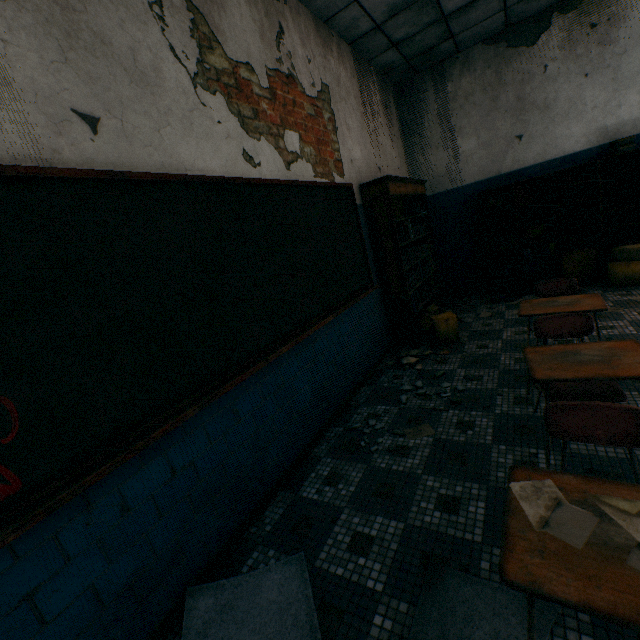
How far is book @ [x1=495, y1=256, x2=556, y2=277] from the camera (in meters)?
5.25

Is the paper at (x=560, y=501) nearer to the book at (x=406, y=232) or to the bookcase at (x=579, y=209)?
the book at (x=406, y=232)

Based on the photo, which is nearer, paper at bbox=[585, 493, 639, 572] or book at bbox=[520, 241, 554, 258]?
paper at bbox=[585, 493, 639, 572]

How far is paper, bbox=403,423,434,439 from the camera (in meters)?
2.55

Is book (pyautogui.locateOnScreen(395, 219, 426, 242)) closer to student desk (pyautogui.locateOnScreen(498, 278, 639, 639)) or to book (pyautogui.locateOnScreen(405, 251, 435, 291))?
book (pyautogui.locateOnScreen(405, 251, 435, 291))

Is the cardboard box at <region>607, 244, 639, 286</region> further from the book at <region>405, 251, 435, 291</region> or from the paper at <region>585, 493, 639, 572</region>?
the paper at <region>585, 493, 639, 572</region>

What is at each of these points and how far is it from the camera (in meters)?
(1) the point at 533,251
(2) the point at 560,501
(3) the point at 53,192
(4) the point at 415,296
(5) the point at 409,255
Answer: (1) book, 5.29
(2) paper, 1.00
(3) blackboard, 1.37
(4) book, 4.62
(5) book, 4.48

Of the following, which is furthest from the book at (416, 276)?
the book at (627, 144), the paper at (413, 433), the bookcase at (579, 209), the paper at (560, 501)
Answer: the paper at (560, 501)
